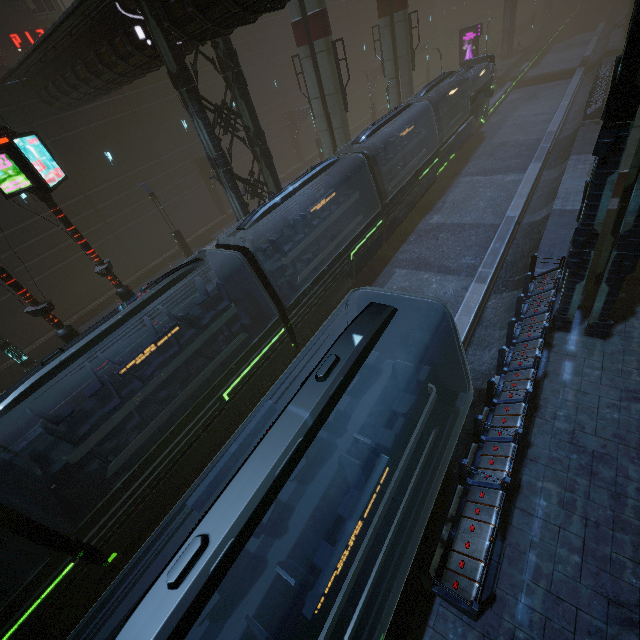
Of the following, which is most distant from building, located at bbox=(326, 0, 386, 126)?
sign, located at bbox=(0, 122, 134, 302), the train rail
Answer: sign, located at bbox=(0, 122, 134, 302)

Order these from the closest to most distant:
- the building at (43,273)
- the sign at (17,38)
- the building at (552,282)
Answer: the building at (552,282)
the building at (43,273)
the sign at (17,38)

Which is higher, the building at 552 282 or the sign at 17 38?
the sign at 17 38

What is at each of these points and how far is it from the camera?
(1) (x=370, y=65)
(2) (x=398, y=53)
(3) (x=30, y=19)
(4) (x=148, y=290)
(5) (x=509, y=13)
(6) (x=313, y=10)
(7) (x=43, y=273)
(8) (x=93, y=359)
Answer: (1) building, 42.4m
(2) sm, 24.6m
(3) building, 24.0m
(4) train, 9.0m
(5) building, 43.7m
(6) sm, 16.7m
(7) building, 20.0m
(8) sign, 12.2m

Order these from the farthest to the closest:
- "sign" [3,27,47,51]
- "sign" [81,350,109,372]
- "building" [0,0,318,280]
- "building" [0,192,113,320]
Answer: "sign" [3,27,47,51] → "building" [0,192,113,320] → "sign" [81,350,109,372] → "building" [0,0,318,280]

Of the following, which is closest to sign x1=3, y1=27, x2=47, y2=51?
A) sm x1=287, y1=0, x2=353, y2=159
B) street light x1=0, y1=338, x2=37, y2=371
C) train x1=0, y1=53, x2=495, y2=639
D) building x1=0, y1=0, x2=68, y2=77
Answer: building x1=0, y1=0, x2=68, y2=77

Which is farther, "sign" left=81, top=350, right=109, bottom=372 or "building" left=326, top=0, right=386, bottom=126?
"building" left=326, top=0, right=386, bottom=126

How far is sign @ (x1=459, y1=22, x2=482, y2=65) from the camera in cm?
3397
